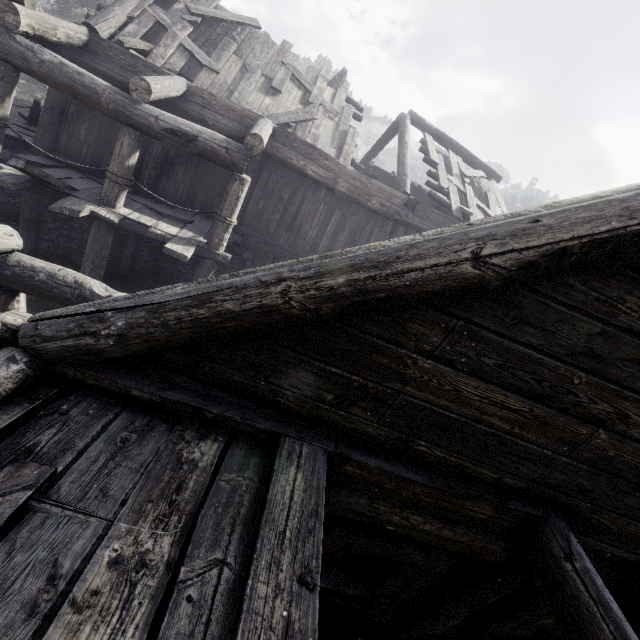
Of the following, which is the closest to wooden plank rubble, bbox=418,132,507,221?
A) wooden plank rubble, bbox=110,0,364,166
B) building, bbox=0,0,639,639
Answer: building, bbox=0,0,639,639

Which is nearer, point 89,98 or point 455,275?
point 455,275

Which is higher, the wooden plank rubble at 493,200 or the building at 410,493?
the wooden plank rubble at 493,200

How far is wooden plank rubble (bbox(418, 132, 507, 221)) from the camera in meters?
10.6

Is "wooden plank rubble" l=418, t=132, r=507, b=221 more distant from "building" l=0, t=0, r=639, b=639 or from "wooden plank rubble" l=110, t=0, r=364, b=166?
"wooden plank rubble" l=110, t=0, r=364, b=166

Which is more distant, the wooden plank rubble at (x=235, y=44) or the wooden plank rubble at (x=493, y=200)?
the wooden plank rubble at (x=493, y=200)
